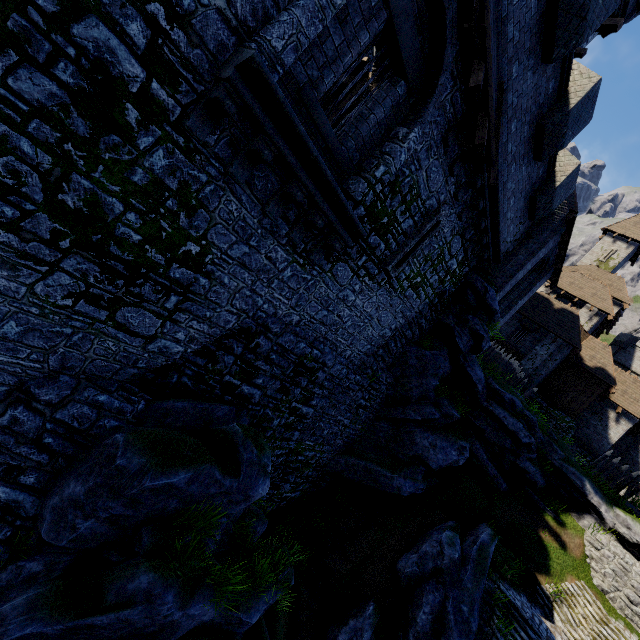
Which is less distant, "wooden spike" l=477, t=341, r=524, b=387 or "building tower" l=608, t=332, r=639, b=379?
"wooden spike" l=477, t=341, r=524, b=387

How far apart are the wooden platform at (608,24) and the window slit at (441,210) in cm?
1227

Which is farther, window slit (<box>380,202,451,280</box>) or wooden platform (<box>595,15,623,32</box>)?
wooden platform (<box>595,15,623,32</box>)

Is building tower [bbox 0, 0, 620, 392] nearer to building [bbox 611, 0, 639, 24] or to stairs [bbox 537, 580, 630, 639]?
building [bbox 611, 0, 639, 24]

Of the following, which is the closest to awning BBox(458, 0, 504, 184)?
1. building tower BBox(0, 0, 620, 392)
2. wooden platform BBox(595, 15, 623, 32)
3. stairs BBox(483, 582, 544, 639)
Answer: building tower BBox(0, 0, 620, 392)

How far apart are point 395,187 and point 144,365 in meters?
7.2 m

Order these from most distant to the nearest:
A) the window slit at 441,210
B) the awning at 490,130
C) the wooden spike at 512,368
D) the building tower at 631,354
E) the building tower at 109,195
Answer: the building tower at 631,354 → the wooden spike at 512,368 → the window slit at 441,210 → the awning at 490,130 → the building tower at 109,195

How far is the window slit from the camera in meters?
9.4 m
